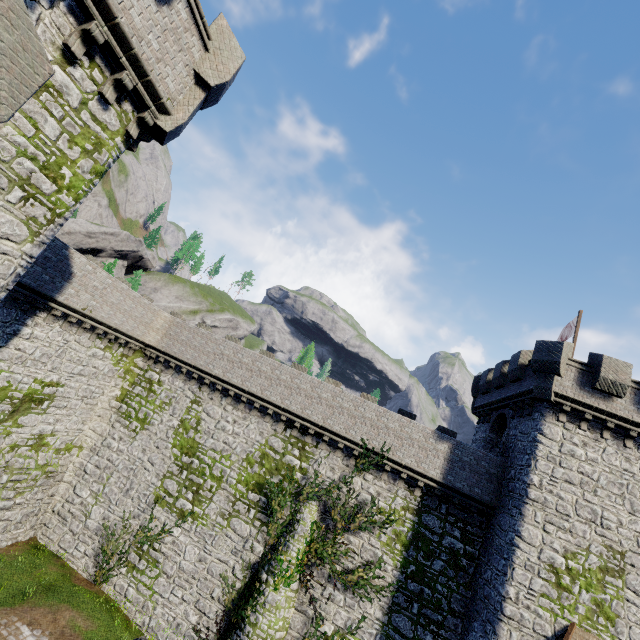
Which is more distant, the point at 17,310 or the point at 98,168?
the point at 17,310

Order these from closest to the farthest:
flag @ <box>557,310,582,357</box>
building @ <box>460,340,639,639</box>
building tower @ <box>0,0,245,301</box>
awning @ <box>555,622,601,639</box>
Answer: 1. building tower @ <box>0,0,245,301</box>
2. awning @ <box>555,622,601,639</box>
3. building @ <box>460,340,639,639</box>
4. flag @ <box>557,310,582,357</box>

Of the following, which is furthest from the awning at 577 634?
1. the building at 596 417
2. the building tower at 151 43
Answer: the building tower at 151 43

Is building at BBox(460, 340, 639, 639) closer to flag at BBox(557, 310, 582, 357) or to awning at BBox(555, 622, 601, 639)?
awning at BBox(555, 622, 601, 639)

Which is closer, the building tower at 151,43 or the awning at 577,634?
the building tower at 151,43

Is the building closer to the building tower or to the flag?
the flag

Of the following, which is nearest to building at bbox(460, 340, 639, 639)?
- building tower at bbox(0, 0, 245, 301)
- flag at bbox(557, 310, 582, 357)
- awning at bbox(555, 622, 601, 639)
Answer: awning at bbox(555, 622, 601, 639)
